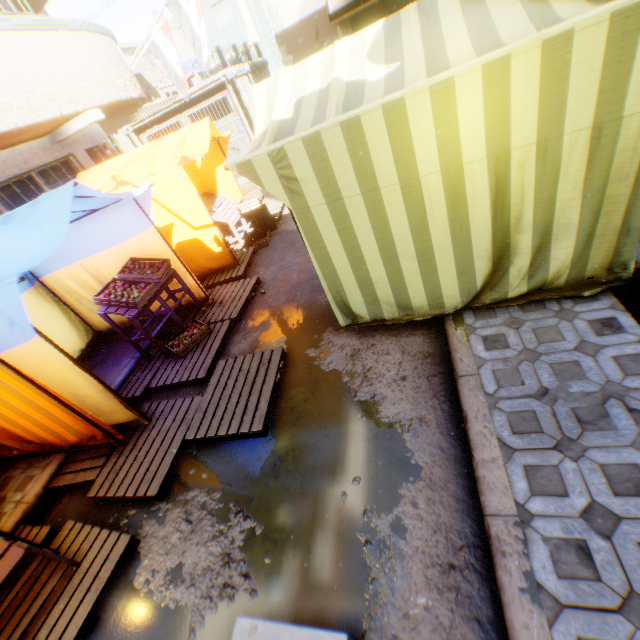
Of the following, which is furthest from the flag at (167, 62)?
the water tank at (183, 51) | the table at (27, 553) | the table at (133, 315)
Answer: the table at (133, 315)

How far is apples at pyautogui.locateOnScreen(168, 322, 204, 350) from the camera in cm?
505

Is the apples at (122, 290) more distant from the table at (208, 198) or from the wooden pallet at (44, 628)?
the table at (208, 198)

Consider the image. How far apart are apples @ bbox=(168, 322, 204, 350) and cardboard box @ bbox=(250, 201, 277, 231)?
3.3m

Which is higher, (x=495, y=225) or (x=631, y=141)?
(x=631, y=141)

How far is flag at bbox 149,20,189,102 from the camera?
10.3 meters

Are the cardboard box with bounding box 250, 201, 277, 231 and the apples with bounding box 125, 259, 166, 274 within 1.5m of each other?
no

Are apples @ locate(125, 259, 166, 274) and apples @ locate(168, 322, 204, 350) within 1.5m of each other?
yes
